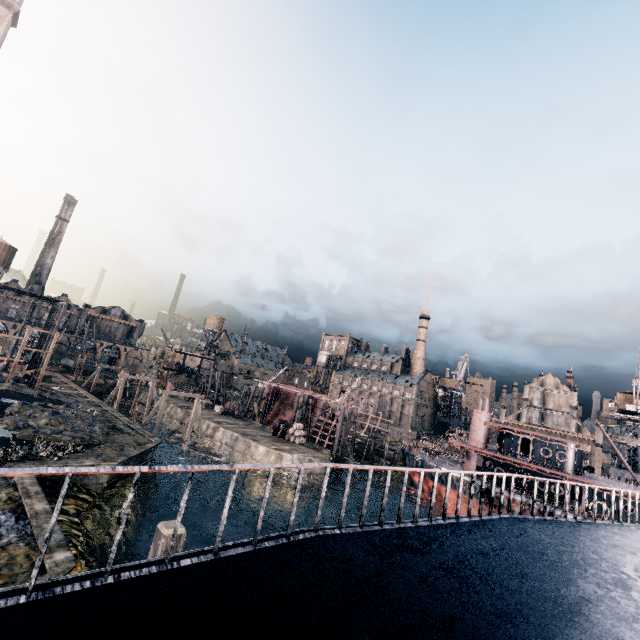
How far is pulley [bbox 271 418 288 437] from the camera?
47.0m

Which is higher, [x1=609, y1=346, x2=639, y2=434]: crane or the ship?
[x1=609, y1=346, x2=639, y2=434]: crane

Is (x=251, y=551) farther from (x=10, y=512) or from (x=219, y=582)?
(x=10, y=512)

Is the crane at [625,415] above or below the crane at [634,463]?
above

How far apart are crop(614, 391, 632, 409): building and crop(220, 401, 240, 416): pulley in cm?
6250

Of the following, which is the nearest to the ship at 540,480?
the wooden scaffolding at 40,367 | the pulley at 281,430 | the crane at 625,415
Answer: the pulley at 281,430

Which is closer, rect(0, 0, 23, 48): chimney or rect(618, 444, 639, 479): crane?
rect(0, 0, 23, 48): chimney

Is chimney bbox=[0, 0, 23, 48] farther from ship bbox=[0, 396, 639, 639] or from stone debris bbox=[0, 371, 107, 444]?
ship bbox=[0, 396, 639, 639]
